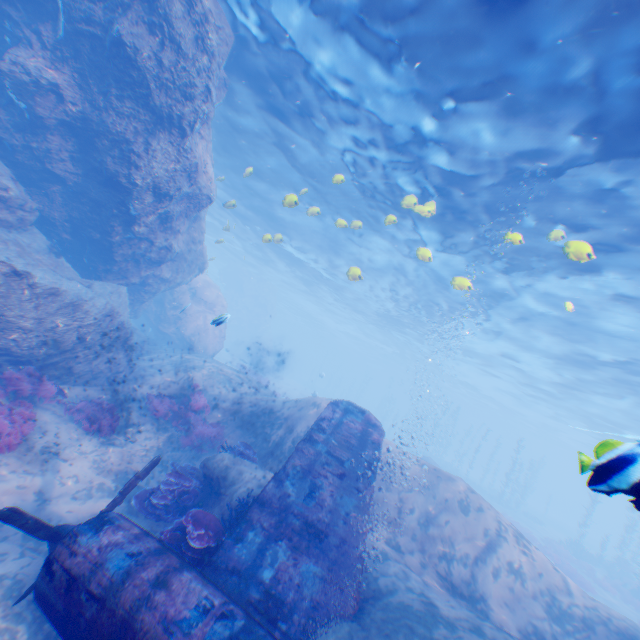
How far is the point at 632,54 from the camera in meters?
6.3 m

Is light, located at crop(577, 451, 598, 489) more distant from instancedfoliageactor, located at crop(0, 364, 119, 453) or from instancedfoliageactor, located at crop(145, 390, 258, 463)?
instancedfoliageactor, located at crop(0, 364, 119, 453)

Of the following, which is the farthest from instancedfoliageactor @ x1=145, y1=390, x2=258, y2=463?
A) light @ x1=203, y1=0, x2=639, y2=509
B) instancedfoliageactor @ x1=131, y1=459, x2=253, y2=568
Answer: light @ x1=203, y1=0, x2=639, y2=509

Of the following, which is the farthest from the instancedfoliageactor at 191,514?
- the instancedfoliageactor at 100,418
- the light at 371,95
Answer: the instancedfoliageactor at 100,418

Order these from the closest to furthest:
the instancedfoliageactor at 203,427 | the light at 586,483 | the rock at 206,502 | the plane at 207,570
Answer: the light at 586,483
the plane at 207,570
the rock at 206,502
the instancedfoliageactor at 203,427

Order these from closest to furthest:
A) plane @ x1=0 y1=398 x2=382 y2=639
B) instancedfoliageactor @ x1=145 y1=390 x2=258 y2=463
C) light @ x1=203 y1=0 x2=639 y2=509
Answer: plane @ x1=0 y1=398 x2=382 y2=639 → light @ x1=203 y1=0 x2=639 y2=509 → instancedfoliageactor @ x1=145 y1=390 x2=258 y2=463

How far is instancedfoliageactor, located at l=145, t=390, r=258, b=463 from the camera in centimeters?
1025cm

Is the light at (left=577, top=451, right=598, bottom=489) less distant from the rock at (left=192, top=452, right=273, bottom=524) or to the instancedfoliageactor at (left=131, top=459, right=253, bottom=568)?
the rock at (left=192, top=452, right=273, bottom=524)
